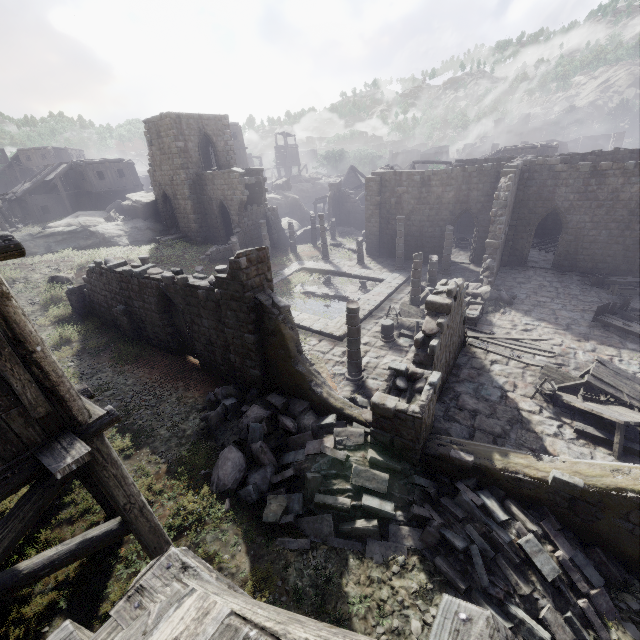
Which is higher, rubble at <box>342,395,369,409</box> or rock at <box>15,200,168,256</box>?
rock at <box>15,200,168,256</box>

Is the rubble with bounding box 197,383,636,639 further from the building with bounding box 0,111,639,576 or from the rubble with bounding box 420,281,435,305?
the rubble with bounding box 420,281,435,305

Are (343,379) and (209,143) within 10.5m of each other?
no

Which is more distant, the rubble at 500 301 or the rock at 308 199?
the rock at 308 199

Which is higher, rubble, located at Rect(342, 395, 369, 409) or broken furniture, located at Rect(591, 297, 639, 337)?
rubble, located at Rect(342, 395, 369, 409)

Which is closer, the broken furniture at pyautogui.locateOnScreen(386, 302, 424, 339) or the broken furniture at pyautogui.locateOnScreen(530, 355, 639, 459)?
the broken furniture at pyautogui.locateOnScreen(530, 355, 639, 459)

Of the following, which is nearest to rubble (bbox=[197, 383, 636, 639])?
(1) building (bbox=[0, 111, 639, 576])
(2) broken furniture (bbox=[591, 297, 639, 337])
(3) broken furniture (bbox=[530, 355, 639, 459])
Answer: (1) building (bbox=[0, 111, 639, 576])

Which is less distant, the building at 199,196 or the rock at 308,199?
the building at 199,196
